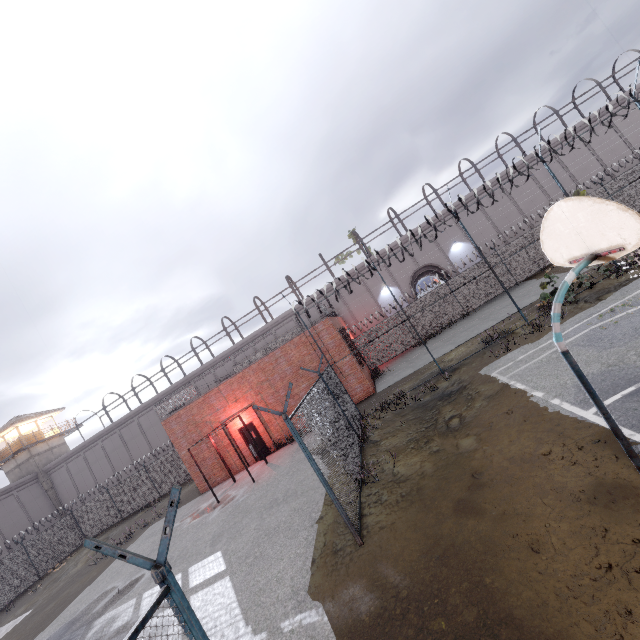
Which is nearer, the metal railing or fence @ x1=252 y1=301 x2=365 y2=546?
fence @ x1=252 y1=301 x2=365 y2=546

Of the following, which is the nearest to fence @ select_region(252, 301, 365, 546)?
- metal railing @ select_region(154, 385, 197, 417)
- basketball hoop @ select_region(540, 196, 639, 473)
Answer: metal railing @ select_region(154, 385, 197, 417)

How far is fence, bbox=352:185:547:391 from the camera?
13.6m

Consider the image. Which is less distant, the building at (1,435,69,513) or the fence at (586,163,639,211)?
the fence at (586,163,639,211)

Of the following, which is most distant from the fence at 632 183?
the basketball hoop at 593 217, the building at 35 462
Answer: the building at 35 462

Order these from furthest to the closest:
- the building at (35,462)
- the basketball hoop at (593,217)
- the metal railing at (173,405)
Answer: the building at (35,462) → the metal railing at (173,405) → the basketball hoop at (593,217)

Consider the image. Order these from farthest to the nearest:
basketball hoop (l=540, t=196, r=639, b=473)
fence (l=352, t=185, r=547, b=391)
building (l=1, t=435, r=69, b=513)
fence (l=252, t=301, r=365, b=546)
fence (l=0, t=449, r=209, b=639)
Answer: building (l=1, t=435, r=69, b=513) → fence (l=352, t=185, r=547, b=391) → fence (l=252, t=301, r=365, b=546) → basketball hoop (l=540, t=196, r=639, b=473) → fence (l=0, t=449, r=209, b=639)

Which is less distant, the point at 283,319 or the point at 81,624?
the point at 81,624
